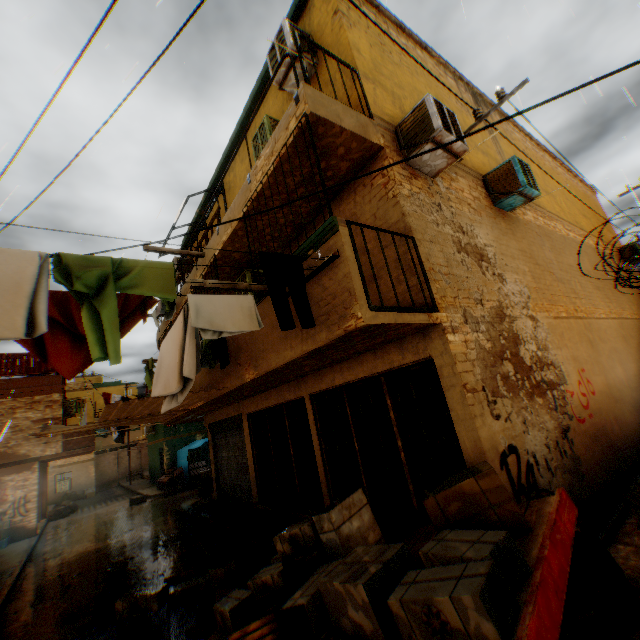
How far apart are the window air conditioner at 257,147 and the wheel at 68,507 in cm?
2385

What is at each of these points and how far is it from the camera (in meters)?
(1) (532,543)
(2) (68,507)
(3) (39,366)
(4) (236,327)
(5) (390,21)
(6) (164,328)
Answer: (1) cart, 2.54
(2) wheel, 19.81
(3) wooden shield, 16.48
(4) clothes, 3.90
(5) building, 7.55
(6) building, 11.38

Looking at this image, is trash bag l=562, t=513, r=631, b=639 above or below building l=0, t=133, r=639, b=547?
below

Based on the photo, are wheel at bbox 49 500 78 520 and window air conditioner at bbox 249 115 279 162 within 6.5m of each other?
no

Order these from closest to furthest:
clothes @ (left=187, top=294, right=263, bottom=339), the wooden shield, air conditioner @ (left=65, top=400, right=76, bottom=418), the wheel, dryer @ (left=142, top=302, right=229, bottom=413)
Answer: clothes @ (left=187, top=294, right=263, bottom=339) → dryer @ (left=142, top=302, right=229, bottom=413) → the wooden shield → air conditioner @ (left=65, top=400, right=76, bottom=418) → the wheel

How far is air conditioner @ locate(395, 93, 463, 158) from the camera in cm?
496

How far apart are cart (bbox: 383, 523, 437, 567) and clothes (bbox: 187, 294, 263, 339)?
2.5m

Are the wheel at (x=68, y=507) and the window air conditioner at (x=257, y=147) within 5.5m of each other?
no
